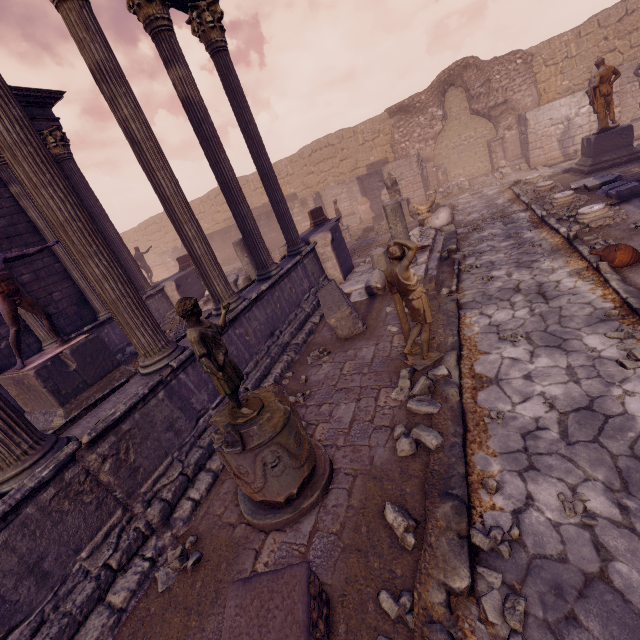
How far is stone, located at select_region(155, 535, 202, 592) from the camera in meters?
3.3

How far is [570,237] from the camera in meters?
6.8

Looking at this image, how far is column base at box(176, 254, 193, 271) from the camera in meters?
13.5

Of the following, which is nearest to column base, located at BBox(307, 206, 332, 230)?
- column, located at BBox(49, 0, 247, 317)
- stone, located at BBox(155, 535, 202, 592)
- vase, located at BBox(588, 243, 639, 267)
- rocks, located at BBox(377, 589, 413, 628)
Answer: column, located at BBox(49, 0, 247, 317)

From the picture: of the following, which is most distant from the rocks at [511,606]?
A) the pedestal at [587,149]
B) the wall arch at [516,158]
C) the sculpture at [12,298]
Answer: the wall arch at [516,158]

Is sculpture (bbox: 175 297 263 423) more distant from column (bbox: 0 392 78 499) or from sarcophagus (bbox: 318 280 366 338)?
sarcophagus (bbox: 318 280 366 338)

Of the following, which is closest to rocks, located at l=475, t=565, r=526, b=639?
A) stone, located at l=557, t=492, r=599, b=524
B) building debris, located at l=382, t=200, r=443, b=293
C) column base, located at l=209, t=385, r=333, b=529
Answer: stone, located at l=557, t=492, r=599, b=524

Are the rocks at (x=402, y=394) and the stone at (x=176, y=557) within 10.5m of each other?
yes
